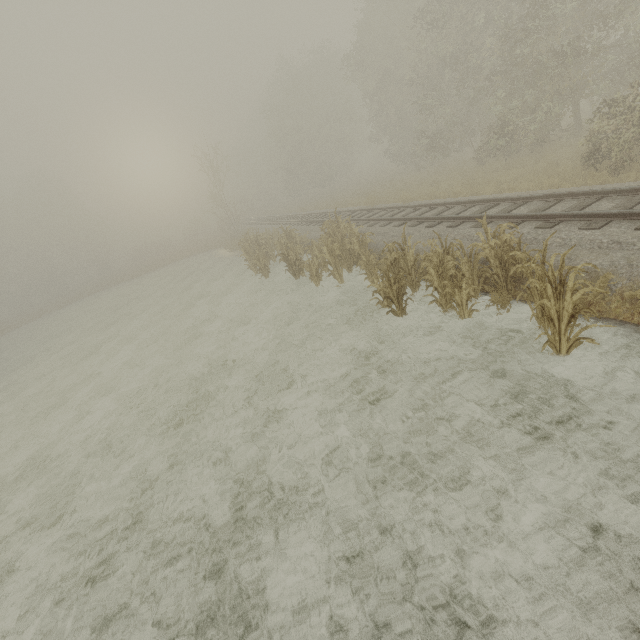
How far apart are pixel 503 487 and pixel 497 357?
2.6m
